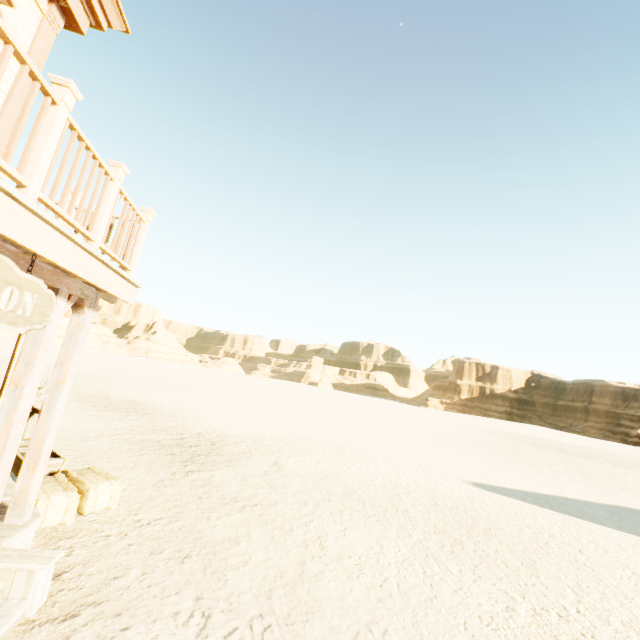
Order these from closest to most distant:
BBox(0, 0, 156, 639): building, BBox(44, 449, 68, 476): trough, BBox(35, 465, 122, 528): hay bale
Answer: BBox(0, 0, 156, 639): building → BBox(35, 465, 122, 528): hay bale → BBox(44, 449, 68, 476): trough

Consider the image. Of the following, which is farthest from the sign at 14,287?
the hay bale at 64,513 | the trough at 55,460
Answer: the trough at 55,460

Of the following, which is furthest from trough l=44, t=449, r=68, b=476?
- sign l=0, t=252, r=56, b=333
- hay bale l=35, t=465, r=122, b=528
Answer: sign l=0, t=252, r=56, b=333

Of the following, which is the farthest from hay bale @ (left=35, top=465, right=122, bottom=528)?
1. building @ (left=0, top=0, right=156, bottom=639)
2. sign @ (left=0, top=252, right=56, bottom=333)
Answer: sign @ (left=0, top=252, right=56, bottom=333)

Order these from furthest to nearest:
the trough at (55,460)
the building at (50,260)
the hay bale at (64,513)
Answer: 1. the trough at (55,460)
2. the hay bale at (64,513)
3. the building at (50,260)

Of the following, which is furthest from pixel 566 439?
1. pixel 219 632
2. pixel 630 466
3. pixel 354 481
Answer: pixel 219 632

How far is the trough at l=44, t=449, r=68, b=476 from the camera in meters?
5.4 m

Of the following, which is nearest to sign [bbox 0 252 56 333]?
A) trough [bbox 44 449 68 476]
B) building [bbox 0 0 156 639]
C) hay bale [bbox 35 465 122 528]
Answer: building [bbox 0 0 156 639]
